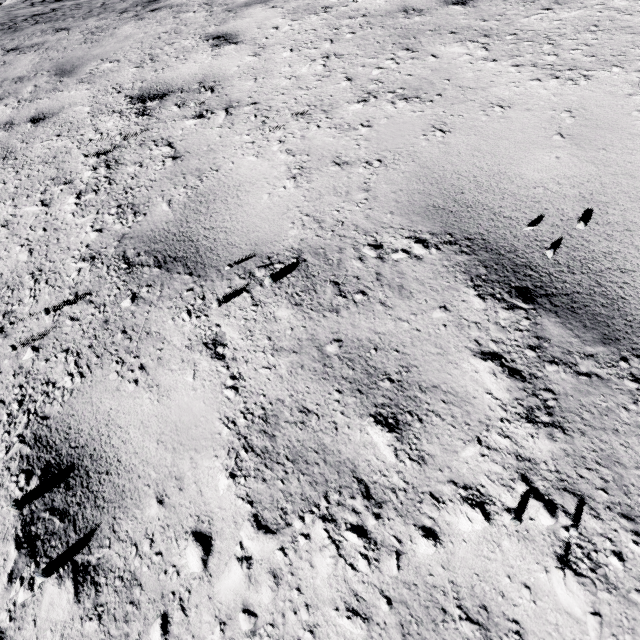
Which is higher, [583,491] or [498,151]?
[498,151]
